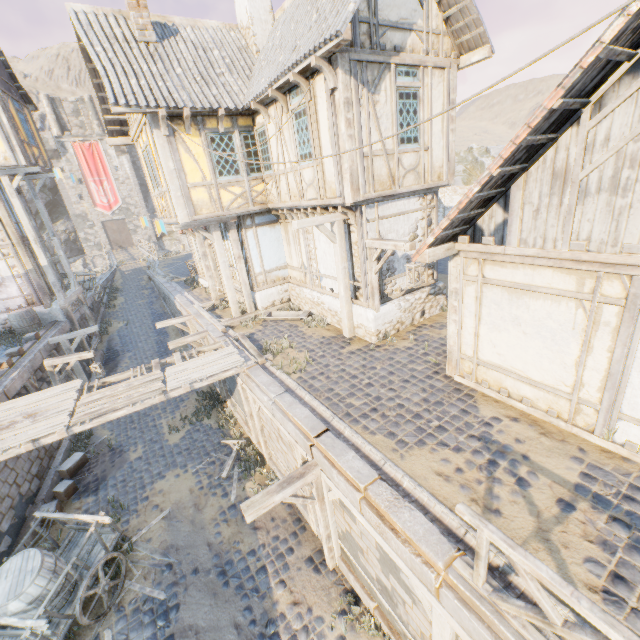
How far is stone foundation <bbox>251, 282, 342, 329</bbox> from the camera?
10.8 meters

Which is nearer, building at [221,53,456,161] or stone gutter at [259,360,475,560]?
stone gutter at [259,360,475,560]

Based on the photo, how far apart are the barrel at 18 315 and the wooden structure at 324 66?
16.0 meters

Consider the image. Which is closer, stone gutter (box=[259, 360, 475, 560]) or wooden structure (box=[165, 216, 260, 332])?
stone gutter (box=[259, 360, 475, 560])

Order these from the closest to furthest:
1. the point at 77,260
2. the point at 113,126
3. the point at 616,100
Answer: the point at 616,100 → the point at 113,126 → the point at 77,260

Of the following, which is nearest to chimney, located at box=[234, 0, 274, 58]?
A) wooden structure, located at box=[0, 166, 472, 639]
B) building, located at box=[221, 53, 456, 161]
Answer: building, located at box=[221, 53, 456, 161]

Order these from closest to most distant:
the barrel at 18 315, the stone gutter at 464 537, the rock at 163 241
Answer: the stone gutter at 464 537
the barrel at 18 315
the rock at 163 241

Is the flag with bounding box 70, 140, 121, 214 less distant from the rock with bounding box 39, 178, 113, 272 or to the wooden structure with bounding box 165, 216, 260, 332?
the rock with bounding box 39, 178, 113, 272
